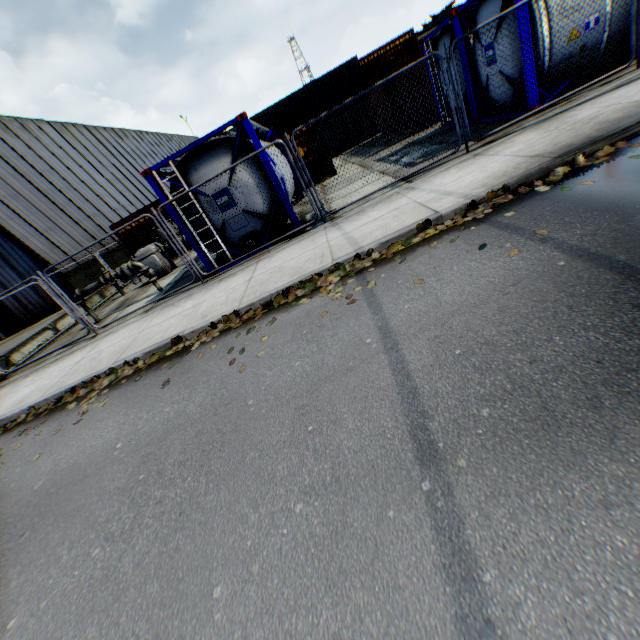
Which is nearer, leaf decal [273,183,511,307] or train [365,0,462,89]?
leaf decal [273,183,511,307]

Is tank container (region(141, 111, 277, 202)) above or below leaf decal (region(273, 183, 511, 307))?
above

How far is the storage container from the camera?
26.5m

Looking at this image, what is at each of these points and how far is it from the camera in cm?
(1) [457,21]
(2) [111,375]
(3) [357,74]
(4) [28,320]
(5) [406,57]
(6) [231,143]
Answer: (1) tank container, 927
(2) leaf decal, 626
(3) storage container, 2675
(4) building, 1825
(5) train, 1538
(6) tank container, 786

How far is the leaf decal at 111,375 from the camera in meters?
5.7

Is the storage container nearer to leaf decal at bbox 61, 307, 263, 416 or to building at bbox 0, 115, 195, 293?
building at bbox 0, 115, 195, 293

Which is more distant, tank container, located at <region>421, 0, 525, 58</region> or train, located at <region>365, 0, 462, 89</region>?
train, located at <region>365, 0, 462, 89</region>

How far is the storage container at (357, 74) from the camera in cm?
2647
